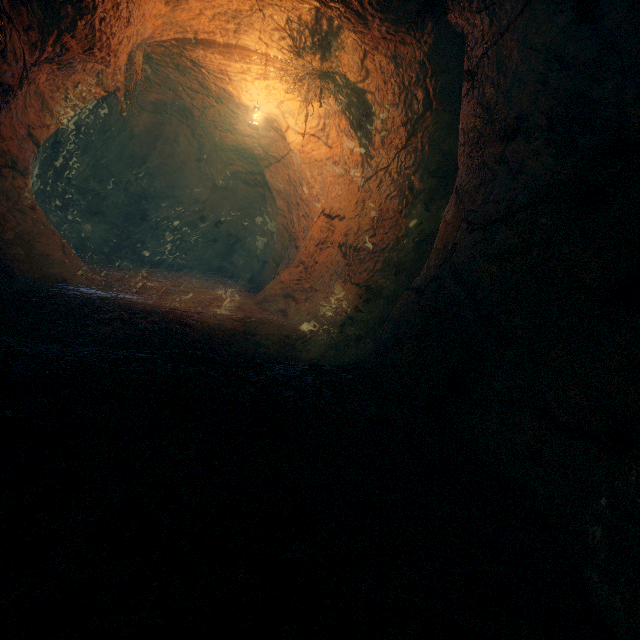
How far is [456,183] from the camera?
4.34m
